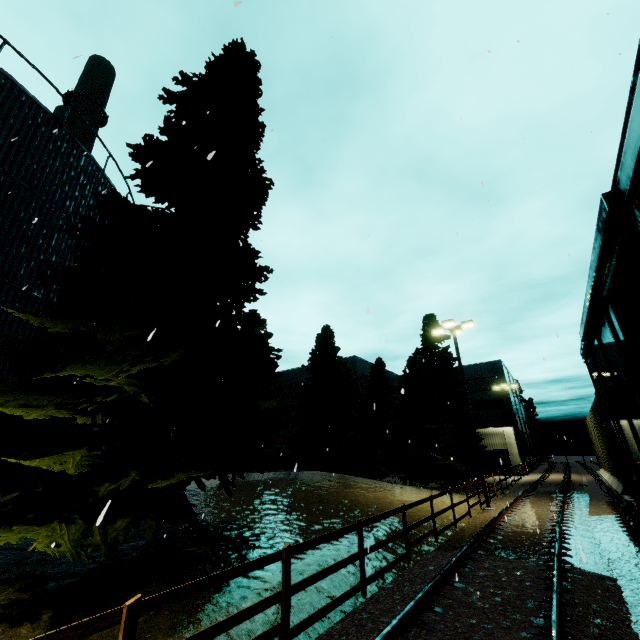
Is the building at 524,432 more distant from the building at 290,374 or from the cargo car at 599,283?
the cargo car at 599,283

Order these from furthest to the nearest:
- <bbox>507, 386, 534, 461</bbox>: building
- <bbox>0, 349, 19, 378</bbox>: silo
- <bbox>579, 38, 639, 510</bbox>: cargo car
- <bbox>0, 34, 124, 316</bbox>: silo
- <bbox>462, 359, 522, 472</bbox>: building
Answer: <bbox>507, 386, 534, 461</bbox>: building
<bbox>462, 359, 522, 472</bbox>: building
<bbox>0, 34, 124, 316</bbox>: silo
<bbox>0, 349, 19, 378</bbox>: silo
<bbox>579, 38, 639, 510</bbox>: cargo car

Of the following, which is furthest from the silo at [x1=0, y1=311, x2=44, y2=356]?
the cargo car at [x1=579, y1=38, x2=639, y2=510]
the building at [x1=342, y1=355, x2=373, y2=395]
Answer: the building at [x1=342, y1=355, x2=373, y2=395]

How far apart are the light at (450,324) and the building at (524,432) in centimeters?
4071cm

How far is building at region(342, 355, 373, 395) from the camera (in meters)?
43.25

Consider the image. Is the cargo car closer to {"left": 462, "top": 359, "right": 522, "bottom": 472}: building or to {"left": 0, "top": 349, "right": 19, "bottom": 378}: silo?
{"left": 0, "top": 349, "right": 19, "bottom": 378}: silo

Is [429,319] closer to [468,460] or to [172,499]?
[468,460]

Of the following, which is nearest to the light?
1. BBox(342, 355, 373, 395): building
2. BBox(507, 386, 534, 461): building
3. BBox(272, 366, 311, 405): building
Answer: BBox(342, 355, 373, 395): building
